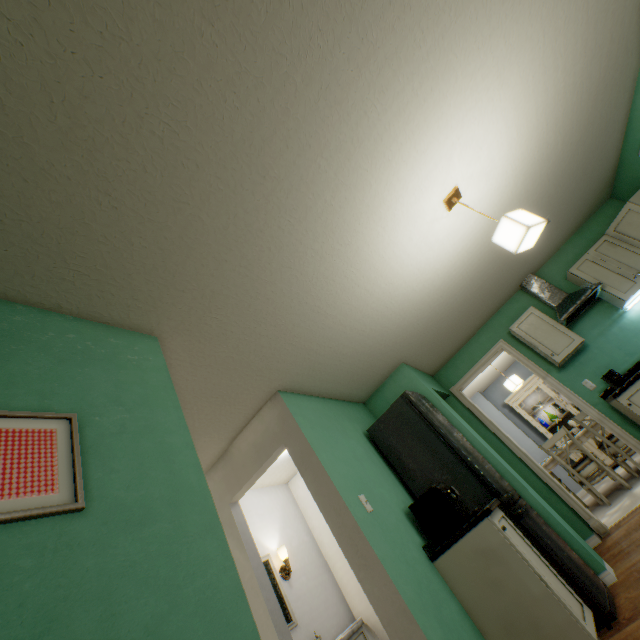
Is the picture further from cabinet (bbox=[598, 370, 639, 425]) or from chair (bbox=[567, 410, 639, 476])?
chair (bbox=[567, 410, 639, 476])

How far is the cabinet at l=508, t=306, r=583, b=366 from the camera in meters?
3.9

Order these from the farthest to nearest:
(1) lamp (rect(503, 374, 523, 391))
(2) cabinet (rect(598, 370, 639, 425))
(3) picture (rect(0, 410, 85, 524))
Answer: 1. (1) lamp (rect(503, 374, 523, 391))
2. (2) cabinet (rect(598, 370, 639, 425))
3. (3) picture (rect(0, 410, 85, 524))

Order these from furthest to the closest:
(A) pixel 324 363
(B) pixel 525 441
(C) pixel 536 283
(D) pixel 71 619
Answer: (B) pixel 525 441 → (C) pixel 536 283 → (A) pixel 324 363 → (D) pixel 71 619

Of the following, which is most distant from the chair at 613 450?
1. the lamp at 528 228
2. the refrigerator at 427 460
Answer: the lamp at 528 228

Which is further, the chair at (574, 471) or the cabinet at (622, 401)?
the chair at (574, 471)

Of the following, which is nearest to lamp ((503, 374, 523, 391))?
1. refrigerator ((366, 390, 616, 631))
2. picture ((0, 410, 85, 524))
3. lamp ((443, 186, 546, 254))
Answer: refrigerator ((366, 390, 616, 631))

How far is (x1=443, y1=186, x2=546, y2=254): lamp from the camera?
2.06m
